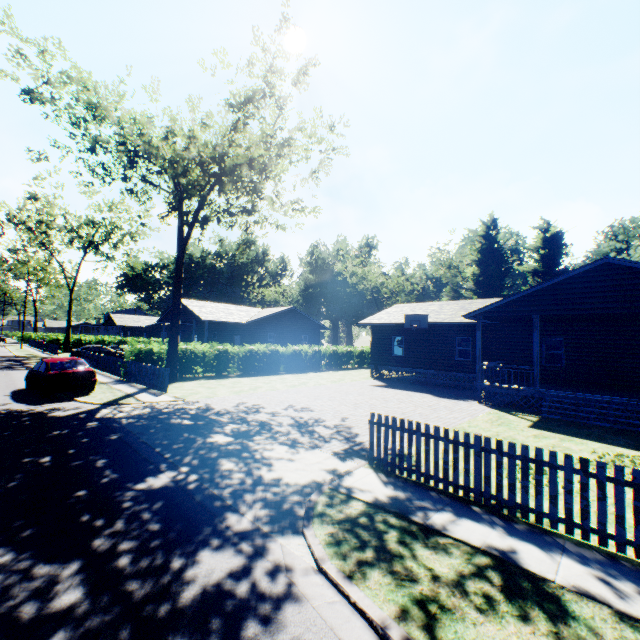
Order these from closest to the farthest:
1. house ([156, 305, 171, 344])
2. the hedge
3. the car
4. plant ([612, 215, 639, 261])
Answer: the car
the hedge
plant ([612, 215, 639, 261])
house ([156, 305, 171, 344])

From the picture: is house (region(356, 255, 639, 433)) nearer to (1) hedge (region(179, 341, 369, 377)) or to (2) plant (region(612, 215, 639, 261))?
(1) hedge (region(179, 341, 369, 377))

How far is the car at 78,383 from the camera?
13.9 meters

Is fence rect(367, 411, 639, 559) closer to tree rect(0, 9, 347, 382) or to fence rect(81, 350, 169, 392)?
fence rect(81, 350, 169, 392)

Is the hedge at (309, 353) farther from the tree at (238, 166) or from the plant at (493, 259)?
the plant at (493, 259)

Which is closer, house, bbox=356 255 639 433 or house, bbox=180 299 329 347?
house, bbox=356 255 639 433

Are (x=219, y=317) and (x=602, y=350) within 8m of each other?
no

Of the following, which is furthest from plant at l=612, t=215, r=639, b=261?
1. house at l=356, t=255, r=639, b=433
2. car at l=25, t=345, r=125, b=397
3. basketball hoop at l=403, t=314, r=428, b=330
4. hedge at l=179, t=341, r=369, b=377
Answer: Answer: basketball hoop at l=403, t=314, r=428, b=330
